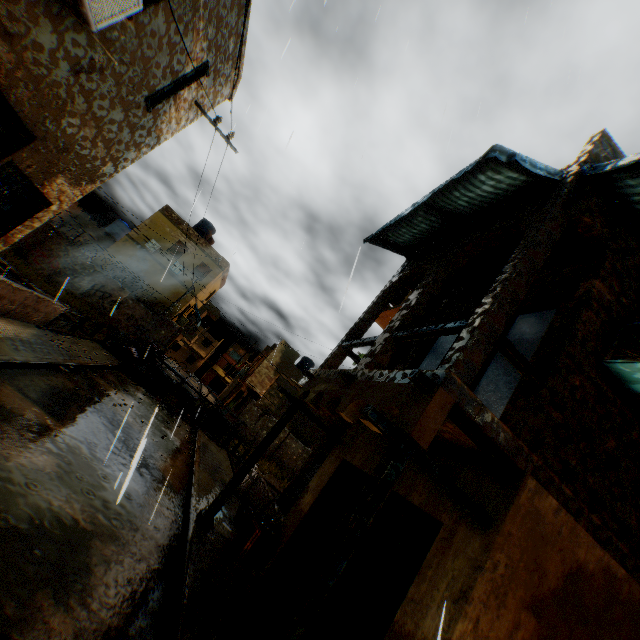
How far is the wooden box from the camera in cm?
659

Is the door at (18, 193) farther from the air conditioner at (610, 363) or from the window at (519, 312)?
the window at (519, 312)

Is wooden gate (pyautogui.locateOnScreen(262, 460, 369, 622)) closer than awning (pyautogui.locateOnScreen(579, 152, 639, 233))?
No

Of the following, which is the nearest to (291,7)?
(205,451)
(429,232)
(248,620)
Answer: (429,232)

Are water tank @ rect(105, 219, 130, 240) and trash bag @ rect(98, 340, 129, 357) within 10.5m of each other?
no

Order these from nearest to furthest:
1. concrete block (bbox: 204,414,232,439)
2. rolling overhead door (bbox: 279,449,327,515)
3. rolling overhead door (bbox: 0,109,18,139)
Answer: rolling overhead door (bbox: 0,109,18,139) → rolling overhead door (bbox: 279,449,327,515) → concrete block (bbox: 204,414,232,439)

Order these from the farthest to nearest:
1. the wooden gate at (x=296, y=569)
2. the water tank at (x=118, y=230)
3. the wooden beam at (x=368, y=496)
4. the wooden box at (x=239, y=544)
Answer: the water tank at (x=118, y=230)
the wooden box at (x=239, y=544)
the wooden gate at (x=296, y=569)
the wooden beam at (x=368, y=496)

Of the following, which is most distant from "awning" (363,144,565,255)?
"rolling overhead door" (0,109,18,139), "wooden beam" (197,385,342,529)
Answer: "wooden beam" (197,385,342,529)
